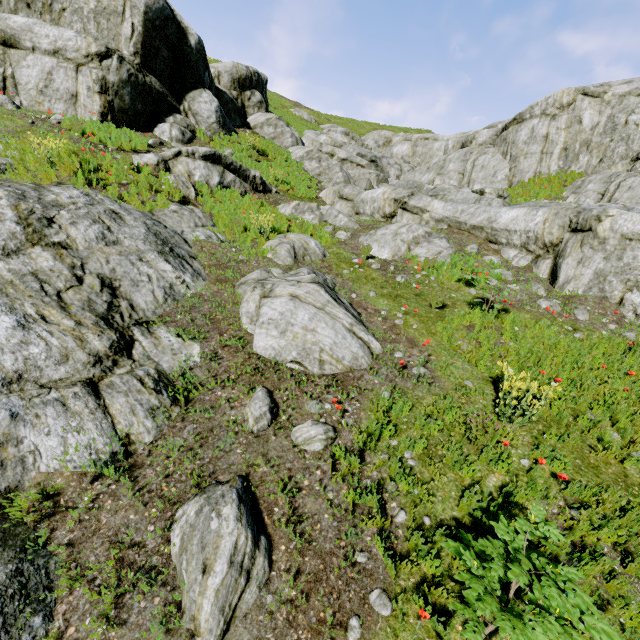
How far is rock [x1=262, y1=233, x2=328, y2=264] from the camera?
8.5 meters

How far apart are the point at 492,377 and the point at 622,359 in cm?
262

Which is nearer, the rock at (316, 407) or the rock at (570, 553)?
the rock at (570, 553)

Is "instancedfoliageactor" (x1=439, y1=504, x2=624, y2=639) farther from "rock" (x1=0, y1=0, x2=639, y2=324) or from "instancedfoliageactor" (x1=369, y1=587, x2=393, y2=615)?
"instancedfoliageactor" (x1=369, y1=587, x2=393, y2=615)

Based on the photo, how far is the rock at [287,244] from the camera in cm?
848

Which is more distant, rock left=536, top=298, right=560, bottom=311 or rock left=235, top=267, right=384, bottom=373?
rock left=536, top=298, right=560, bottom=311

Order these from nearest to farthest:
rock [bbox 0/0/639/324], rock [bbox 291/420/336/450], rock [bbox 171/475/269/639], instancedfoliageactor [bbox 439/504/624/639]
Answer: instancedfoliageactor [bbox 439/504/624/639] < rock [bbox 171/475/269/639] < rock [bbox 291/420/336/450] < rock [bbox 0/0/639/324]

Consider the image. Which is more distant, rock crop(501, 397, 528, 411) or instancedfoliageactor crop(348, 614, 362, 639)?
rock crop(501, 397, 528, 411)
